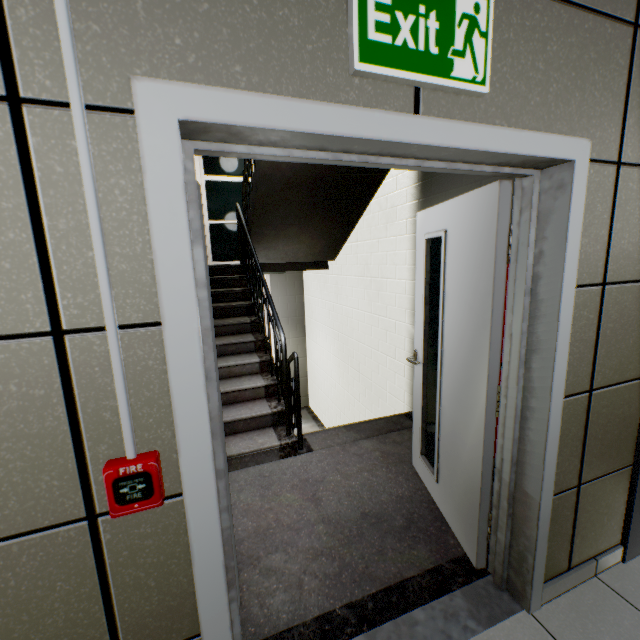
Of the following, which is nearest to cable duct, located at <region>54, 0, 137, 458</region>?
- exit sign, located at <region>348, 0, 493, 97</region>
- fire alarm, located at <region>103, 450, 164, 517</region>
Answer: fire alarm, located at <region>103, 450, 164, 517</region>

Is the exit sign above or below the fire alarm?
above

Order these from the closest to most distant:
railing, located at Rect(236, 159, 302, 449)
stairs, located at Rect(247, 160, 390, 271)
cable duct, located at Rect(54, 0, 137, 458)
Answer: cable duct, located at Rect(54, 0, 137, 458), railing, located at Rect(236, 159, 302, 449), stairs, located at Rect(247, 160, 390, 271)

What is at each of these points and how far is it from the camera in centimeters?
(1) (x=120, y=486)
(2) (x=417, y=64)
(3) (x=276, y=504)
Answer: (1) fire alarm, 82cm
(2) exit sign, 93cm
(3) stairs, 236cm

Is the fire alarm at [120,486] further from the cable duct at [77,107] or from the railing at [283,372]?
the railing at [283,372]

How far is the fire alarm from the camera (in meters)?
0.82

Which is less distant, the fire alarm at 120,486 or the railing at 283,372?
the fire alarm at 120,486

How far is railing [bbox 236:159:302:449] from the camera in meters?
2.9
